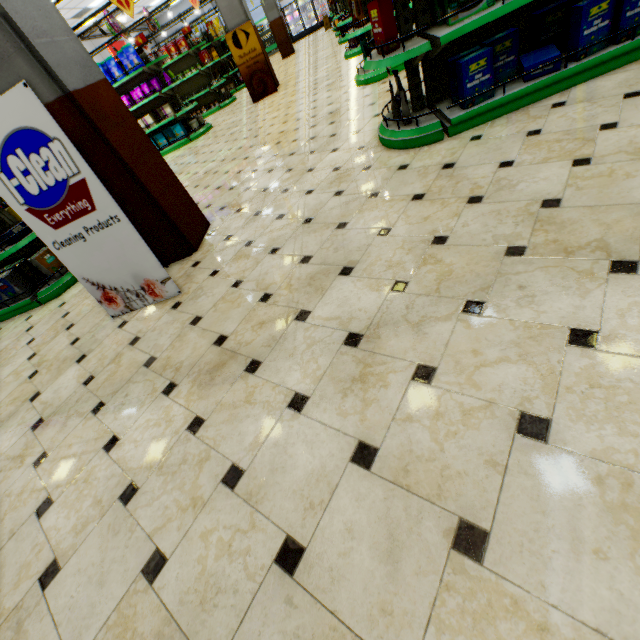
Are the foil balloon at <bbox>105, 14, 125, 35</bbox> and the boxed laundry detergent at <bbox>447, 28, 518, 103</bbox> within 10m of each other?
no

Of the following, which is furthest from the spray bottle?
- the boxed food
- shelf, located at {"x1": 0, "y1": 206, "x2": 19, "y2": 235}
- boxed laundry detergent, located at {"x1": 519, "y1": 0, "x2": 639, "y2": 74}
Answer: the boxed food

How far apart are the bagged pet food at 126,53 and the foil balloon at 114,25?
4.2m

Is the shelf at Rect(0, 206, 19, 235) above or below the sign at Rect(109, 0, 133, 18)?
below

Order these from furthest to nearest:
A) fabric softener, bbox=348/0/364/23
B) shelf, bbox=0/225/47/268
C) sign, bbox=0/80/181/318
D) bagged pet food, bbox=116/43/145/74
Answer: bagged pet food, bbox=116/43/145/74 < fabric softener, bbox=348/0/364/23 < shelf, bbox=0/225/47/268 < sign, bbox=0/80/181/318

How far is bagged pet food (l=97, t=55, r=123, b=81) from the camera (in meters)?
8.42

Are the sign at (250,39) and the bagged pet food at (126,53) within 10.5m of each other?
yes

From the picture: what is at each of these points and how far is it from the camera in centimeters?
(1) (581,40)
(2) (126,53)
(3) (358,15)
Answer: (1) boxed laundry detergent, 252cm
(2) bagged pet food, 820cm
(3) fabric softener, 512cm
